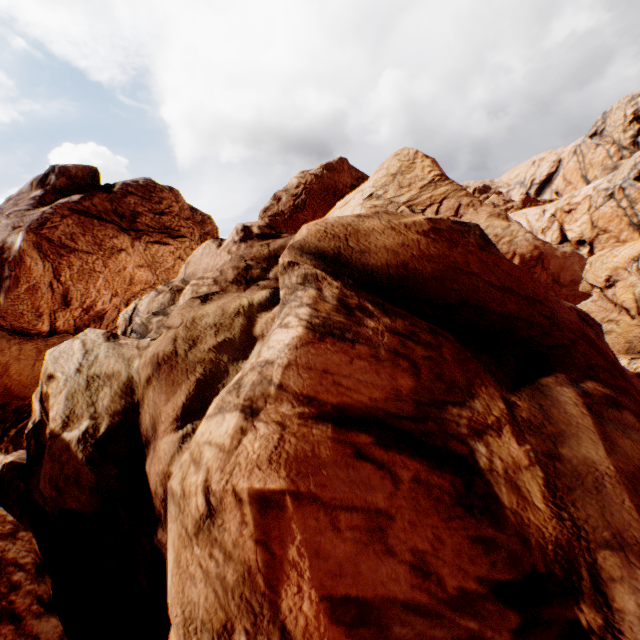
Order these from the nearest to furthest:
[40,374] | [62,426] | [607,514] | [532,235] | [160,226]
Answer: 1. [607,514]
2. [62,426]
3. [40,374]
4. [160,226]
5. [532,235]
